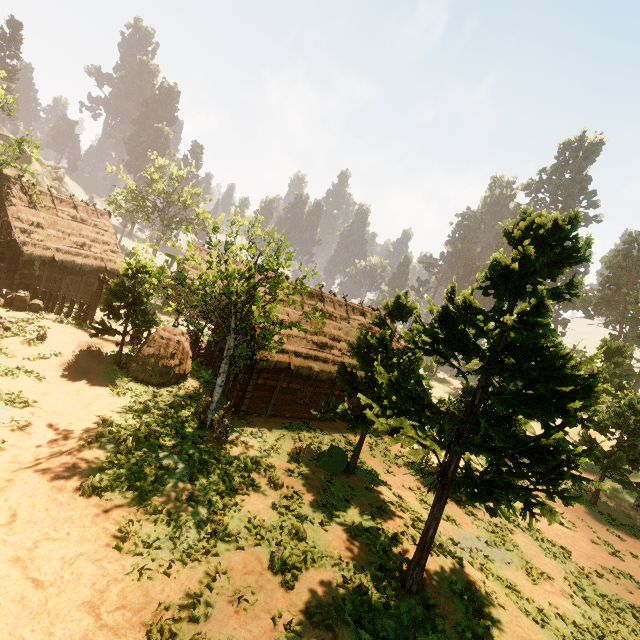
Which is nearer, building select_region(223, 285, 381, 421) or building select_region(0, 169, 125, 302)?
building select_region(223, 285, 381, 421)

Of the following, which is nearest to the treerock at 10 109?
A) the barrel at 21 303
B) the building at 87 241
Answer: the building at 87 241

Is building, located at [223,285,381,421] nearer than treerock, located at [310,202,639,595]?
No

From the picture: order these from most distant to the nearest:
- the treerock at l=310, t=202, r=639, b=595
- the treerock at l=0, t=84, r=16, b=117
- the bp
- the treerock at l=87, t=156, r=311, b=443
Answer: the treerock at l=0, t=84, r=16, b=117 → the bp → the treerock at l=87, t=156, r=311, b=443 → the treerock at l=310, t=202, r=639, b=595

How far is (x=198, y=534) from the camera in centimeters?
955cm

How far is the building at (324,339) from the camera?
17.5 meters

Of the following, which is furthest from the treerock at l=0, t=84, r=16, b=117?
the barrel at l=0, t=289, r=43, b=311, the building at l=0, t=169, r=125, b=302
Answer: the barrel at l=0, t=289, r=43, b=311

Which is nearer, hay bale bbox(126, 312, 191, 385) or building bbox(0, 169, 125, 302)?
hay bale bbox(126, 312, 191, 385)
